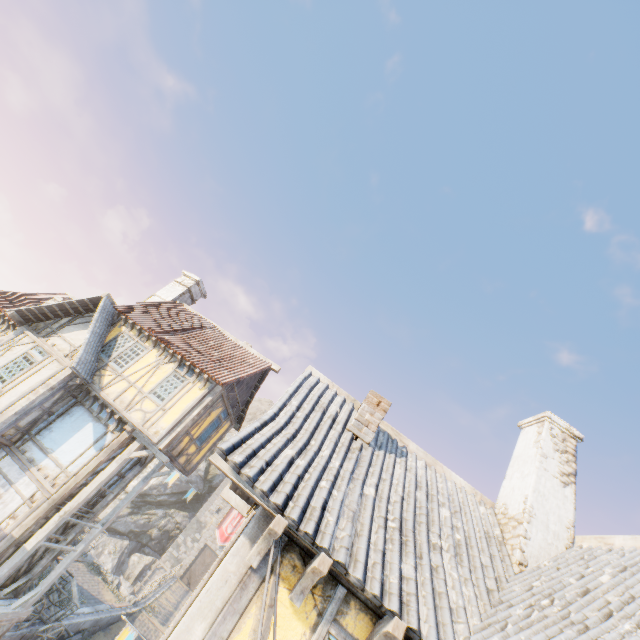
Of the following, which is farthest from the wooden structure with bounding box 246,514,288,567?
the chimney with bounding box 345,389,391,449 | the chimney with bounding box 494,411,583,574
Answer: the chimney with bounding box 494,411,583,574

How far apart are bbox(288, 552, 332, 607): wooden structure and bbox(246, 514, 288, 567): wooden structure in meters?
0.5

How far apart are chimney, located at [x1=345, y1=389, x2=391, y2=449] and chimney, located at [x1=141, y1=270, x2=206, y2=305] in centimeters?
1415cm

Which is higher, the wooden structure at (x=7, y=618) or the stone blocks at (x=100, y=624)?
A: the wooden structure at (x=7, y=618)

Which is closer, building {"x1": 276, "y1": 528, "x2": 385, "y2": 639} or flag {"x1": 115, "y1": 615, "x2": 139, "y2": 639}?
building {"x1": 276, "y1": 528, "x2": 385, "y2": 639}

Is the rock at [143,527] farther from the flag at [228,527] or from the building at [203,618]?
the building at [203,618]

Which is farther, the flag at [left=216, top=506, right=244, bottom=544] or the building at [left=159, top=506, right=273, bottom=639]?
the flag at [left=216, top=506, right=244, bottom=544]

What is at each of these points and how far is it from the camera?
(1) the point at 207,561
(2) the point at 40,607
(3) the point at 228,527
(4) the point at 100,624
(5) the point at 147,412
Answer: (1) castle gate, 37.4m
(2) wagon, 12.5m
(3) flag, 39.2m
(4) stone blocks, 16.9m
(5) building, 12.1m
